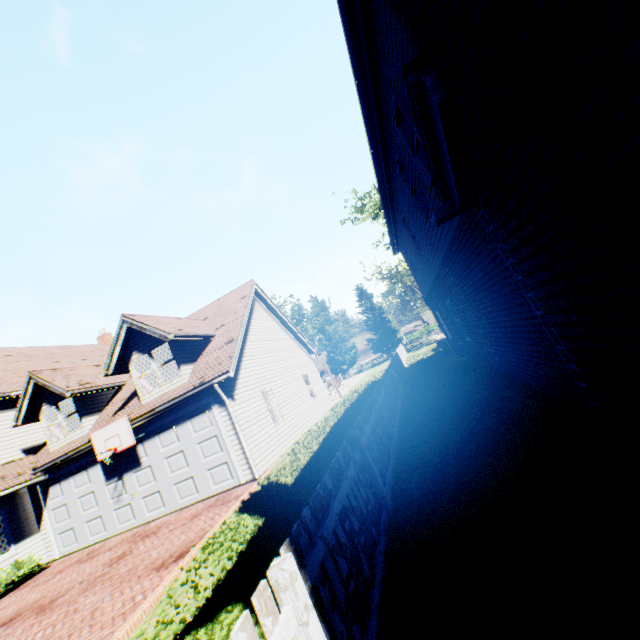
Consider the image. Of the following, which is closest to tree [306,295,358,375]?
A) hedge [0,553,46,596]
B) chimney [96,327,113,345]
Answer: hedge [0,553,46,596]

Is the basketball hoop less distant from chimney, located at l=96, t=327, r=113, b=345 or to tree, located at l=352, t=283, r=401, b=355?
A: chimney, located at l=96, t=327, r=113, b=345

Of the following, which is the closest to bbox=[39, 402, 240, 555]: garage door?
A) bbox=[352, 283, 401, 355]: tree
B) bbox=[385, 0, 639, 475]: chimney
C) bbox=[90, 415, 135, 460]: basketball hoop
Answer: bbox=[90, 415, 135, 460]: basketball hoop

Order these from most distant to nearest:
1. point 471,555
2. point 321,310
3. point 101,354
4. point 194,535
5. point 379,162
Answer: point 321,310 → point 101,354 → point 379,162 → point 194,535 → point 471,555

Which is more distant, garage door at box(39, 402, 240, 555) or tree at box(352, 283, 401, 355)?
tree at box(352, 283, 401, 355)

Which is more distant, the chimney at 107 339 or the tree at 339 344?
the tree at 339 344

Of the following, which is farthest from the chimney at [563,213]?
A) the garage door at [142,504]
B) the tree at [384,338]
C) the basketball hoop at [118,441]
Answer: the basketball hoop at [118,441]

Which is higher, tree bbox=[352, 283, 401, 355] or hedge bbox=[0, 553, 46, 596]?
tree bbox=[352, 283, 401, 355]
